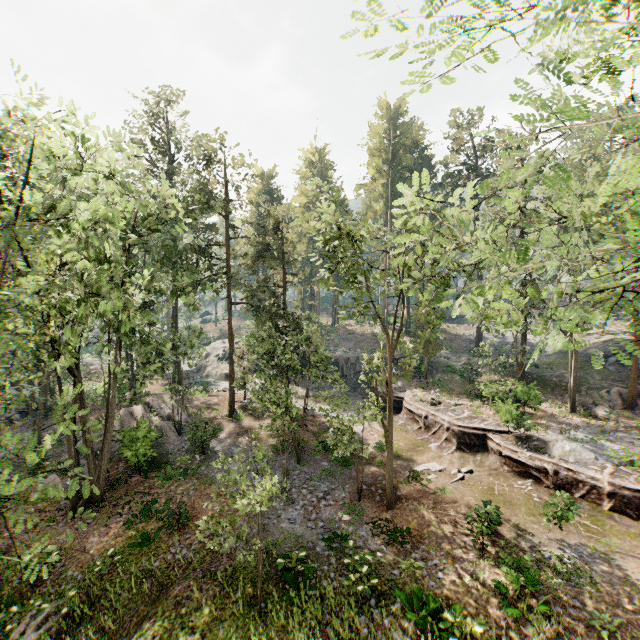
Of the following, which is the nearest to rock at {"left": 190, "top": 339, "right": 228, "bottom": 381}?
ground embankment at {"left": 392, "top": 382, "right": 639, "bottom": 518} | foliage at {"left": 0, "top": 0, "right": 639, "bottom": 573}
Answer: ground embankment at {"left": 392, "top": 382, "right": 639, "bottom": 518}

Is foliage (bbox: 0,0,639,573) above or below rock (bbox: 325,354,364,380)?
above

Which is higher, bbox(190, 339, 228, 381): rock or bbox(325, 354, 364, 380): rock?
bbox(325, 354, 364, 380): rock

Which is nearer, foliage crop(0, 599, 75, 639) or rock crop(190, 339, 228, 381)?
foliage crop(0, 599, 75, 639)

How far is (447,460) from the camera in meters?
21.4

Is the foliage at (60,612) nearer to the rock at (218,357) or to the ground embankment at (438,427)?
the ground embankment at (438,427)

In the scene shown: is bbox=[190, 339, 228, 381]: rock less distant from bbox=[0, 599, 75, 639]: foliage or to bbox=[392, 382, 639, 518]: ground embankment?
bbox=[392, 382, 639, 518]: ground embankment
